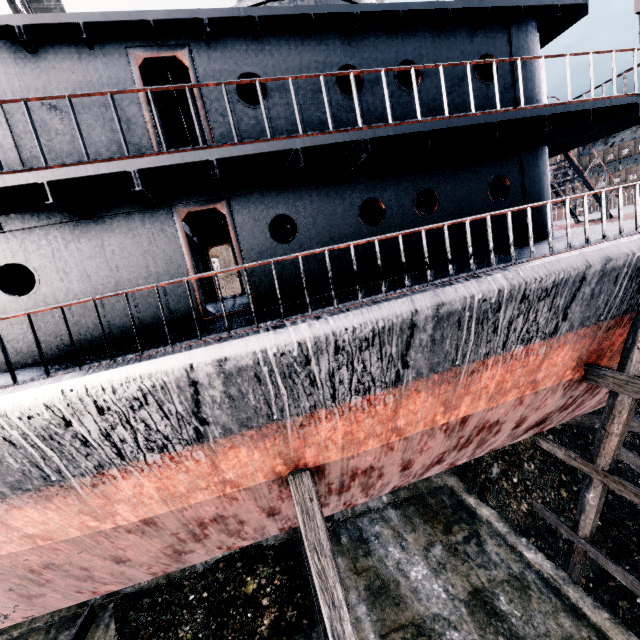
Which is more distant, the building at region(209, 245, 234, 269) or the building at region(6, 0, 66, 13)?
the building at region(209, 245, 234, 269)

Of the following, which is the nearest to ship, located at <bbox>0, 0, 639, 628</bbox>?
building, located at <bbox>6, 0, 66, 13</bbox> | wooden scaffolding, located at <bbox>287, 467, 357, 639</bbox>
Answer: wooden scaffolding, located at <bbox>287, 467, 357, 639</bbox>

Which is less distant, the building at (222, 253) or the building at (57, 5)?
the building at (57, 5)

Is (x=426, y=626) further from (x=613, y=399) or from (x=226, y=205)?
(x=226, y=205)

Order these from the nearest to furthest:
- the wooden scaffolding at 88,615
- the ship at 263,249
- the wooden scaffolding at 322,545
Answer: the ship at 263,249 < the wooden scaffolding at 322,545 < the wooden scaffolding at 88,615

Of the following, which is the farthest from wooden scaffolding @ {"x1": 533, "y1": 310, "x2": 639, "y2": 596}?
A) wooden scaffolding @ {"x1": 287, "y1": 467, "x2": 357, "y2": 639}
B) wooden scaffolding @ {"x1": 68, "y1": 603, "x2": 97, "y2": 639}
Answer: wooden scaffolding @ {"x1": 68, "y1": 603, "x2": 97, "y2": 639}

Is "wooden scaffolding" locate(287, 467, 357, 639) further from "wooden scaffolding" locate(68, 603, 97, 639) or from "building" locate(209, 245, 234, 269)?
"building" locate(209, 245, 234, 269)

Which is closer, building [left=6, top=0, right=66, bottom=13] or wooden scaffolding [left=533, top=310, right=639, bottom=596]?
wooden scaffolding [left=533, top=310, right=639, bottom=596]
